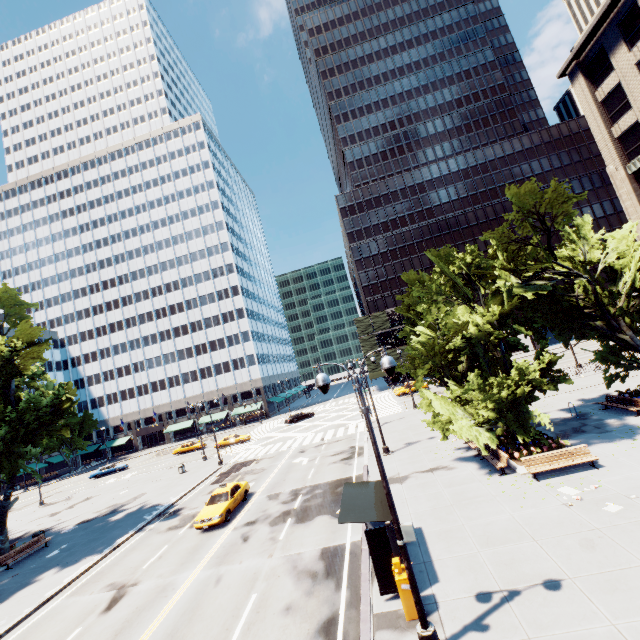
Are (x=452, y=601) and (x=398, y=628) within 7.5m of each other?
yes

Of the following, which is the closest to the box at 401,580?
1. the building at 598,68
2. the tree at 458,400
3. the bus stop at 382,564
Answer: the bus stop at 382,564

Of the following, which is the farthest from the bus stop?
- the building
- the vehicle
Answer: the building

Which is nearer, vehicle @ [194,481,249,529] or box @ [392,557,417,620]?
box @ [392,557,417,620]

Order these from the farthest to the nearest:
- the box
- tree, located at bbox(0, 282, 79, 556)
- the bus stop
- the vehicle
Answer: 1. tree, located at bbox(0, 282, 79, 556)
2. the vehicle
3. the bus stop
4. the box

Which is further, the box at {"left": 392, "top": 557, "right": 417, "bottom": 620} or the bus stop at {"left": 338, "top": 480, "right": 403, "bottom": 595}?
the bus stop at {"left": 338, "top": 480, "right": 403, "bottom": 595}

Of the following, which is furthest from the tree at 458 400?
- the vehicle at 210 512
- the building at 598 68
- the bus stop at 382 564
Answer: the vehicle at 210 512

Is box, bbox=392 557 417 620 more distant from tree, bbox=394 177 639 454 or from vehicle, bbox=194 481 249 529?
vehicle, bbox=194 481 249 529
